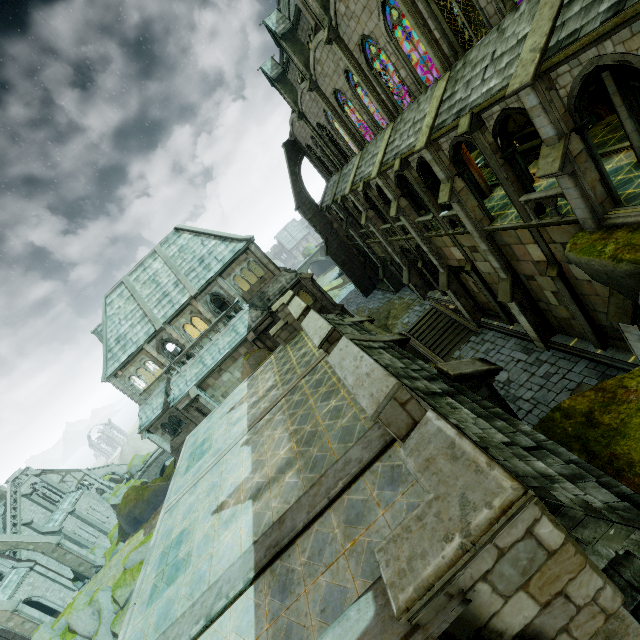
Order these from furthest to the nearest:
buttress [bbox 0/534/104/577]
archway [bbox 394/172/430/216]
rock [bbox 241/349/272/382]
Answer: buttress [bbox 0/534/104/577]
rock [bbox 241/349/272/382]
archway [bbox 394/172/430/216]

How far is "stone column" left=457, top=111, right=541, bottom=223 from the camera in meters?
12.6

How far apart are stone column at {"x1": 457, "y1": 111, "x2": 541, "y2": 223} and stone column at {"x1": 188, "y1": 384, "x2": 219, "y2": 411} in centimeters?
2543cm

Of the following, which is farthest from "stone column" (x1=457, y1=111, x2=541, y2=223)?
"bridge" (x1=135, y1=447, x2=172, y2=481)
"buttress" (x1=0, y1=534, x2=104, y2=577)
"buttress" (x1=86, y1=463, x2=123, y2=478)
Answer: "buttress" (x1=86, y1=463, x2=123, y2=478)

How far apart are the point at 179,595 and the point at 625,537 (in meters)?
8.78

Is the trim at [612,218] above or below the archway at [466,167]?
below

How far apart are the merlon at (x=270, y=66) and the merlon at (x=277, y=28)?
4.64m

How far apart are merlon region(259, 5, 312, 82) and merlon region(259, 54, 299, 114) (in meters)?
4.64
